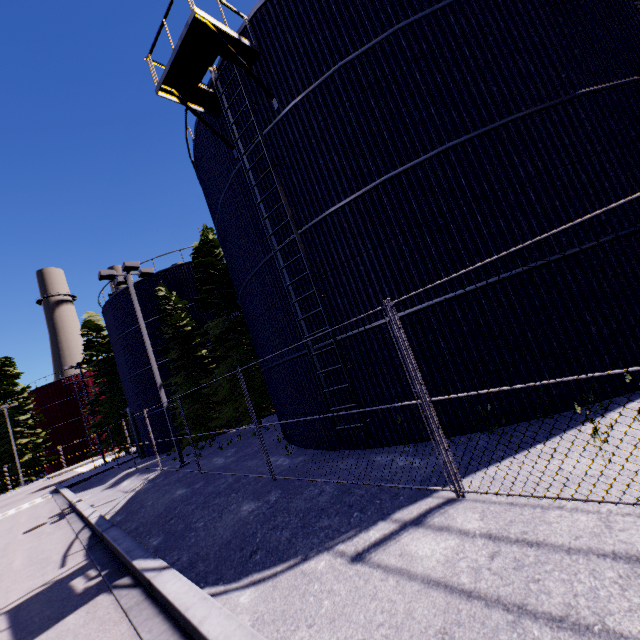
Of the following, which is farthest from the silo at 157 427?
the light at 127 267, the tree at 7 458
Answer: the tree at 7 458

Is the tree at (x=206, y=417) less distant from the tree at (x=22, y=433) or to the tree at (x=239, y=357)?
the tree at (x=239, y=357)

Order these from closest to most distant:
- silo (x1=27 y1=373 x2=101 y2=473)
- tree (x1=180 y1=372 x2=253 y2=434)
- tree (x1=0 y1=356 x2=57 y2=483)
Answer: tree (x1=180 y1=372 x2=253 y2=434) < tree (x1=0 y1=356 x2=57 y2=483) < silo (x1=27 y1=373 x2=101 y2=473)

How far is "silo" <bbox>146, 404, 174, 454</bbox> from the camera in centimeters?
2225cm

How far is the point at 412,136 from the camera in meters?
7.3

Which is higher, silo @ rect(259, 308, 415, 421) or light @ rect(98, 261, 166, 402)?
light @ rect(98, 261, 166, 402)

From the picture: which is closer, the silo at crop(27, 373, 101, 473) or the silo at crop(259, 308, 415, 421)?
the silo at crop(259, 308, 415, 421)
